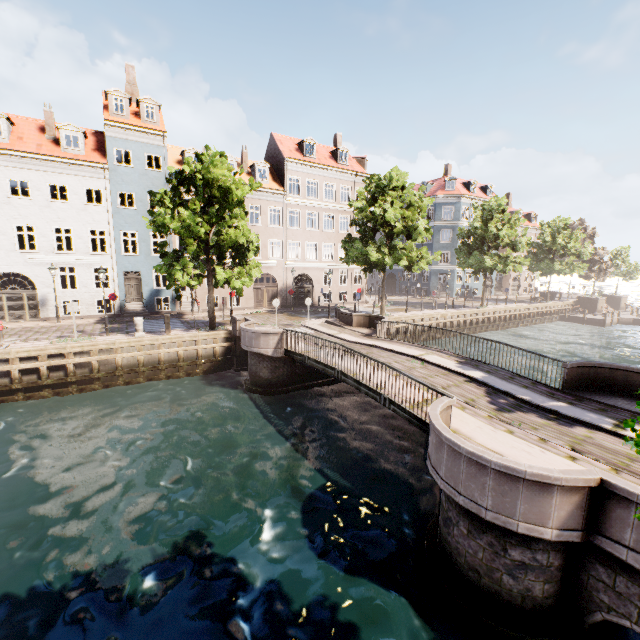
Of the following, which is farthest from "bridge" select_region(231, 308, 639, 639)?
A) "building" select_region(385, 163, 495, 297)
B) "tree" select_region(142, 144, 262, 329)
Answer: "building" select_region(385, 163, 495, 297)

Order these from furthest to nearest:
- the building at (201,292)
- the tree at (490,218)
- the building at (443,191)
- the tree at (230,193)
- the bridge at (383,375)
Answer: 1. the building at (443,191)
2. the tree at (490,218)
3. the building at (201,292)
4. the tree at (230,193)
5. the bridge at (383,375)

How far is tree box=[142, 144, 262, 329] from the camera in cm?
1642

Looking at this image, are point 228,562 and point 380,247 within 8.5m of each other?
no

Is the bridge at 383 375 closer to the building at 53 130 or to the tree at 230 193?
the tree at 230 193

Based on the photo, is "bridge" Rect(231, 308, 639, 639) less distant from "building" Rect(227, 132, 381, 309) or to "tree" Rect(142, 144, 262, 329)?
"tree" Rect(142, 144, 262, 329)

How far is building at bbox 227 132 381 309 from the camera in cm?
2979

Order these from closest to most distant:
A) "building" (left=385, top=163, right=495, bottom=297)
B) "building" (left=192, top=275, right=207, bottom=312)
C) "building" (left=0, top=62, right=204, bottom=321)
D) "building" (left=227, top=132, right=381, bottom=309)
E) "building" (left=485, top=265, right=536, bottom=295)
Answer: "building" (left=0, top=62, right=204, bottom=321) < "building" (left=192, top=275, right=207, bottom=312) < "building" (left=227, top=132, right=381, bottom=309) < "building" (left=385, top=163, right=495, bottom=297) < "building" (left=485, top=265, right=536, bottom=295)
